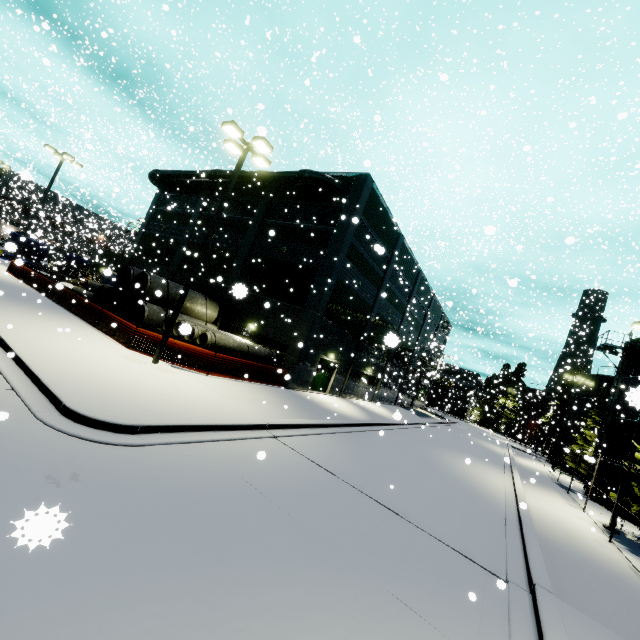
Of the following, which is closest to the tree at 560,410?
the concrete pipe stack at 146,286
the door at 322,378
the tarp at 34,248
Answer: the door at 322,378

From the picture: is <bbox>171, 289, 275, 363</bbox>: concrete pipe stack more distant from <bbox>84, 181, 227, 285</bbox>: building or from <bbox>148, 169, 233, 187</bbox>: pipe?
<bbox>148, 169, 233, 187</bbox>: pipe

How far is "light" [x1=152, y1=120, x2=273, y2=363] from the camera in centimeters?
1266cm

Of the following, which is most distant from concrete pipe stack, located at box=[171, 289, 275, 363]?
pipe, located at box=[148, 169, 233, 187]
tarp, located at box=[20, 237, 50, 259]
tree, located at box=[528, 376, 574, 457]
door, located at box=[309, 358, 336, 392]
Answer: tree, located at box=[528, 376, 574, 457]

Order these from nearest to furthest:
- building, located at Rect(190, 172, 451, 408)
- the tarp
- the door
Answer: building, located at Rect(190, 172, 451, 408) → the door → the tarp

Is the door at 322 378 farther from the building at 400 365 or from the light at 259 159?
the light at 259 159

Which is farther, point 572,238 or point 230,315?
point 230,315

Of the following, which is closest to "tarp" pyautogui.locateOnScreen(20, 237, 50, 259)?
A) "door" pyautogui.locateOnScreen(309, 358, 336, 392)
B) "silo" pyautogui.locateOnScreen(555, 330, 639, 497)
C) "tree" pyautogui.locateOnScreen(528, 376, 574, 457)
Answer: "silo" pyautogui.locateOnScreen(555, 330, 639, 497)
